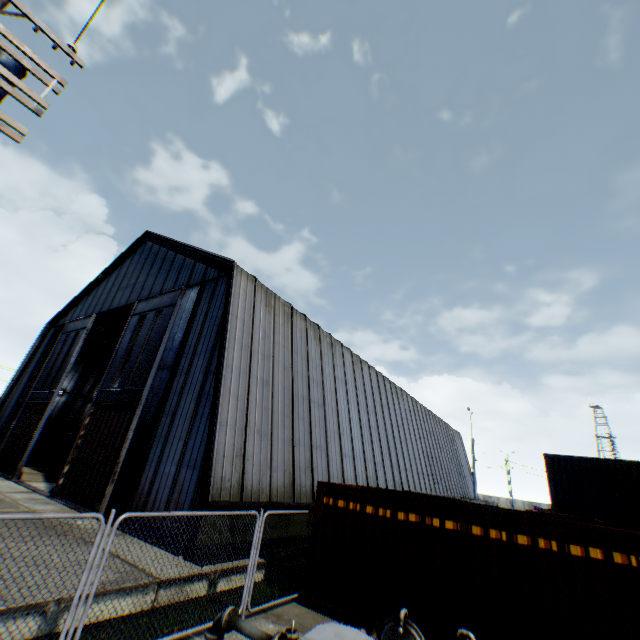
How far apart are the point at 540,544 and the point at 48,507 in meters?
17.0

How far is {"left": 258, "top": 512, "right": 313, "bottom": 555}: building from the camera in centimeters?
1135cm

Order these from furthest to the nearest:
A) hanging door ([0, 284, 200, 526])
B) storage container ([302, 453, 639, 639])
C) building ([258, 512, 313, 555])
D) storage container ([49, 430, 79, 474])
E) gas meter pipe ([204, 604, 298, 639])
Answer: storage container ([49, 430, 79, 474]) < hanging door ([0, 284, 200, 526]) < building ([258, 512, 313, 555]) < storage container ([302, 453, 639, 639]) < gas meter pipe ([204, 604, 298, 639])

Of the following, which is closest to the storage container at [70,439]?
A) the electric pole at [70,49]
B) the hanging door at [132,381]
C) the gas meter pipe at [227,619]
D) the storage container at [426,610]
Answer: the hanging door at [132,381]

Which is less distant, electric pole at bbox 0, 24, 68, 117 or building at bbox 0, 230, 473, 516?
electric pole at bbox 0, 24, 68, 117

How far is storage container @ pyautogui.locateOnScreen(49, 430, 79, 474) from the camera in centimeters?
2414cm

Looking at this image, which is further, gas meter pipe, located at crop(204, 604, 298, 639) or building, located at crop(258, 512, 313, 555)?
building, located at crop(258, 512, 313, 555)

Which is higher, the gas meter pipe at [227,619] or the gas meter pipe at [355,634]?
the gas meter pipe at [355,634]
